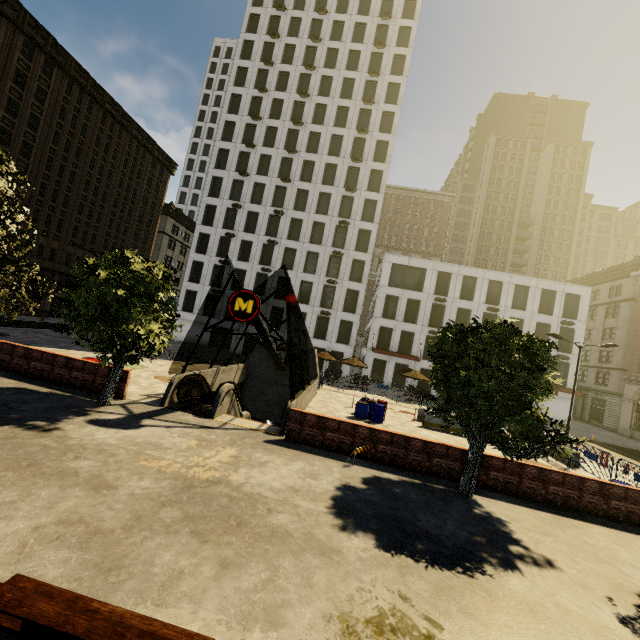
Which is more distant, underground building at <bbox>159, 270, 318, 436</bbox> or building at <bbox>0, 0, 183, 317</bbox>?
building at <bbox>0, 0, 183, 317</bbox>

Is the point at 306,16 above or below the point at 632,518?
above

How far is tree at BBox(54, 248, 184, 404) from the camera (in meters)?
10.83

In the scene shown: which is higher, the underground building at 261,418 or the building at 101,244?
the building at 101,244

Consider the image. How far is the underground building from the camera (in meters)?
13.18

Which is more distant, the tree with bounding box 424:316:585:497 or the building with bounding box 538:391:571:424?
the building with bounding box 538:391:571:424

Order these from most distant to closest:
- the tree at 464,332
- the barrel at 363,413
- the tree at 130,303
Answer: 1. the barrel at 363,413
2. the tree at 130,303
3. the tree at 464,332

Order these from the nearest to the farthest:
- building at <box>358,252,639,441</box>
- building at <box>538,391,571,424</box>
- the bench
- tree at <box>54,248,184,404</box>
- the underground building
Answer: the bench < tree at <box>54,248,184,404</box> < the underground building < building at <box>538,391,571,424</box> < building at <box>358,252,639,441</box>
